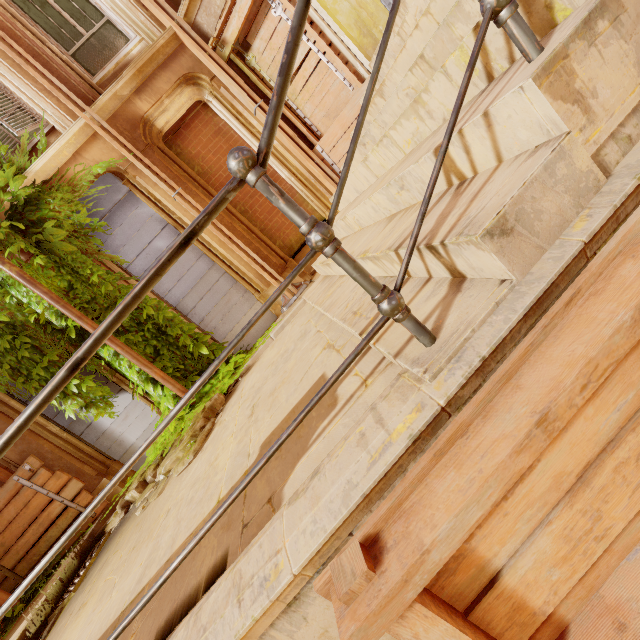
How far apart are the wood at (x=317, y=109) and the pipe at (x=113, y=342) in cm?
470

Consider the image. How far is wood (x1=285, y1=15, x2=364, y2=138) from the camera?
5.4m

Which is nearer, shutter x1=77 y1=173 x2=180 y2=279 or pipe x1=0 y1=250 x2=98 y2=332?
pipe x1=0 y1=250 x2=98 y2=332

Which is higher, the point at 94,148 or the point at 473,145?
the point at 94,148

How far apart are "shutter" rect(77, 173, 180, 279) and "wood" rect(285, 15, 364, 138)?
2.71m

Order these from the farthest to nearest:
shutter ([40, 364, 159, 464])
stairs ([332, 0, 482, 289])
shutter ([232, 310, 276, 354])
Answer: shutter ([232, 310, 276, 354]), shutter ([40, 364, 159, 464]), stairs ([332, 0, 482, 289])

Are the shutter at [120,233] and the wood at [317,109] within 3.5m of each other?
yes

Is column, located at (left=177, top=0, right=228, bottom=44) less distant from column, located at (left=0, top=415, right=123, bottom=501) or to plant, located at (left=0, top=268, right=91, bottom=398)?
plant, located at (left=0, top=268, right=91, bottom=398)
